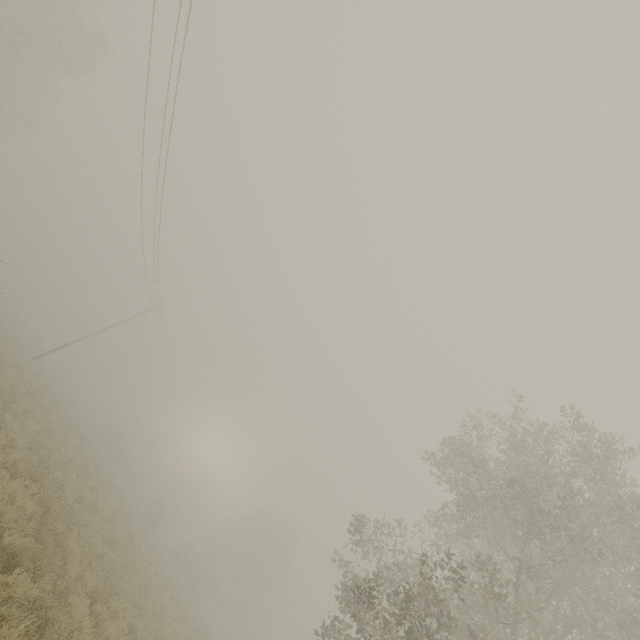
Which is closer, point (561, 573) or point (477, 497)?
point (561, 573)
